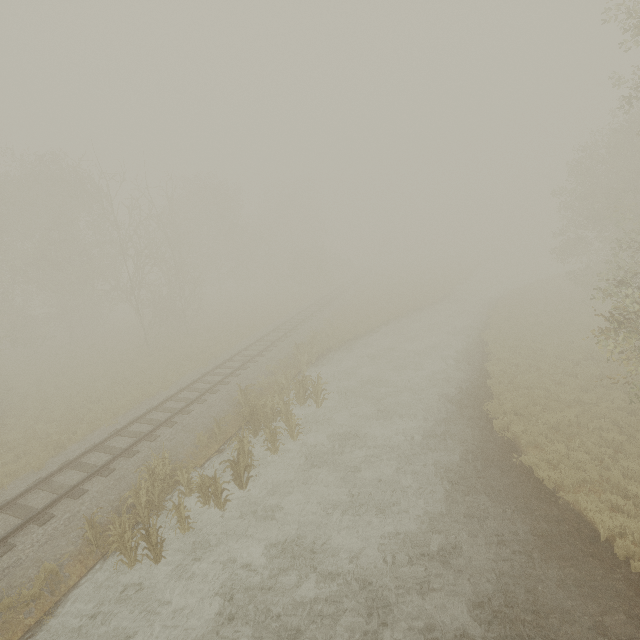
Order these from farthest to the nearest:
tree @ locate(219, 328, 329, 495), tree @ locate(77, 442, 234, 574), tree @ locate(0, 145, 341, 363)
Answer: tree @ locate(0, 145, 341, 363)
tree @ locate(219, 328, 329, 495)
tree @ locate(77, 442, 234, 574)

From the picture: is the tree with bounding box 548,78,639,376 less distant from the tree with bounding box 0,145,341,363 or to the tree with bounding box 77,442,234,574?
the tree with bounding box 0,145,341,363

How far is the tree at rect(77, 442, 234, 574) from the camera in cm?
834

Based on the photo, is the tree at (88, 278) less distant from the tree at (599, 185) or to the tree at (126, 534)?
the tree at (599, 185)

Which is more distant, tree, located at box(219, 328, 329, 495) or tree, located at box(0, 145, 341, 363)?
tree, located at box(0, 145, 341, 363)

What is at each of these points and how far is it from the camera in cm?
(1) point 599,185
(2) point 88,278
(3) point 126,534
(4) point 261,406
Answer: (1) tree, 2497
(2) tree, 2638
(3) tree, 825
(4) tree, 1322

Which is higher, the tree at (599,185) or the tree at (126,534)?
the tree at (599,185)

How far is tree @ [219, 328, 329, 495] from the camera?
10.88m
